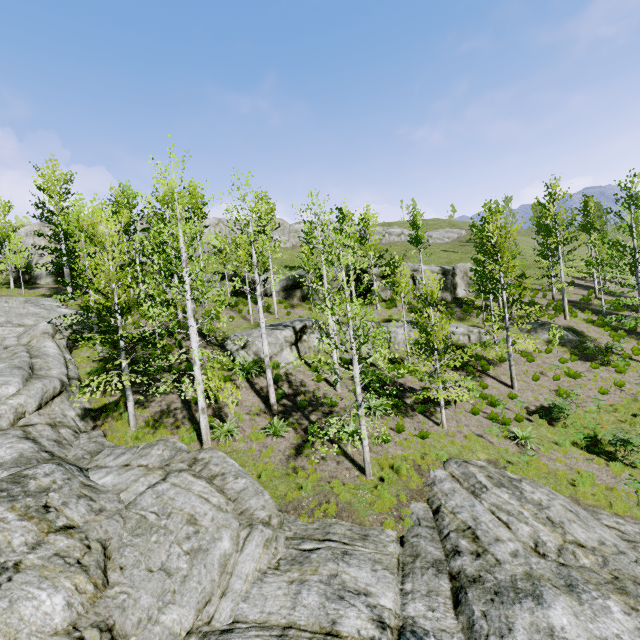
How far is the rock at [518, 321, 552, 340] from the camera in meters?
23.7

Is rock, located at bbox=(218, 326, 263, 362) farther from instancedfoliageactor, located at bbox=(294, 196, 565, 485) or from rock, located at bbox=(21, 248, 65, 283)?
rock, located at bbox=(21, 248, 65, 283)

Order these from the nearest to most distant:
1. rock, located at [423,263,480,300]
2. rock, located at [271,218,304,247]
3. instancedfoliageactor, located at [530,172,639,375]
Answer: instancedfoliageactor, located at [530,172,639,375], rock, located at [423,263,480,300], rock, located at [271,218,304,247]

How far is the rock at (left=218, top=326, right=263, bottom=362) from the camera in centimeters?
1803cm

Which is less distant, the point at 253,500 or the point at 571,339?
the point at 253,500

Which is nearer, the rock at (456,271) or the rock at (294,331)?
the rock at (294,331)

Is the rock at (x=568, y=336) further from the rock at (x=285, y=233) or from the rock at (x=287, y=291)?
the rock at (x=285, y=233)
